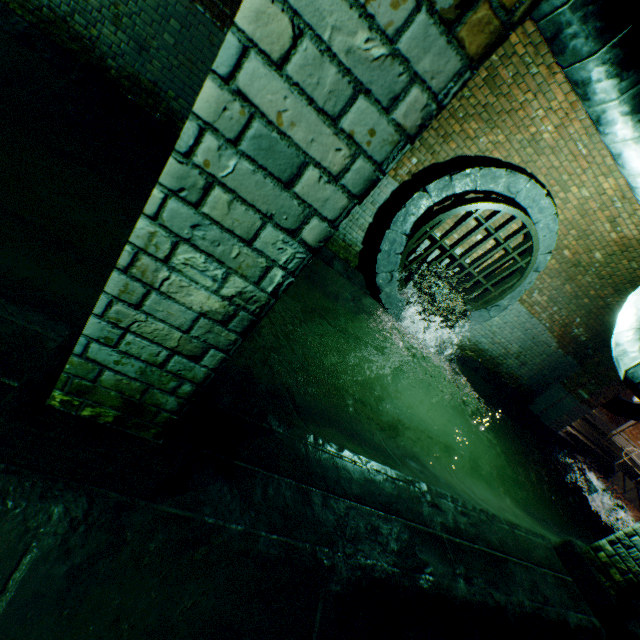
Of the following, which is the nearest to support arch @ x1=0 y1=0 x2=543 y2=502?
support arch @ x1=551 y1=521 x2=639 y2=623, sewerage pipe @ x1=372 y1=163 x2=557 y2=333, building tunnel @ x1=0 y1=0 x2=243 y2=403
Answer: building tunnel @ x1=0 y1=0 x2=243 y2=403

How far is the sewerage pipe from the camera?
5.4m

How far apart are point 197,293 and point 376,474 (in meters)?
2.14

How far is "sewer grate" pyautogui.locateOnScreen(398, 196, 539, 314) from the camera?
5.5m

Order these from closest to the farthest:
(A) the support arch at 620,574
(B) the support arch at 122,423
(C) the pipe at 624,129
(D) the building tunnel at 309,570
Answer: (B) the support arch at 122,423 → (D) the building tunnel at 309,570 → (C) the pipe at 624,129 → (A) the support arch at 620,574

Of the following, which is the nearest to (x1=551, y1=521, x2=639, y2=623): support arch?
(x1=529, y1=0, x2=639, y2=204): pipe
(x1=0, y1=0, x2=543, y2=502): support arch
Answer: (x1=529, y1=0, x2=639, y2=204): pipe

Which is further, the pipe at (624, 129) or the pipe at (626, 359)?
the pipe at (626, 359)

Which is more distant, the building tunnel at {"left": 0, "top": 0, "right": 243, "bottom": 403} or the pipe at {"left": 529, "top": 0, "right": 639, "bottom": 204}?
the pipe at {"left": 529, "top": 0, "right": 639, "bottom": 204}
